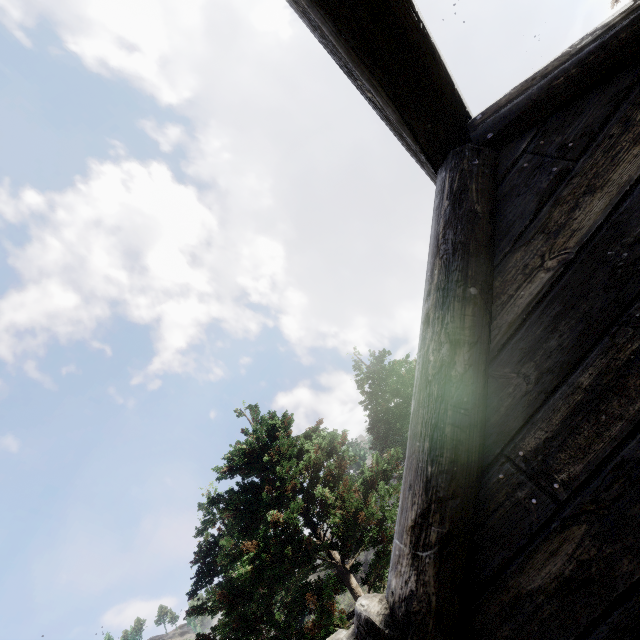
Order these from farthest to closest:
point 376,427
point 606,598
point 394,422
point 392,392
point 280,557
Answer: point 376,427
point 392,392
point 394,422
point 280,557
point 606,598
